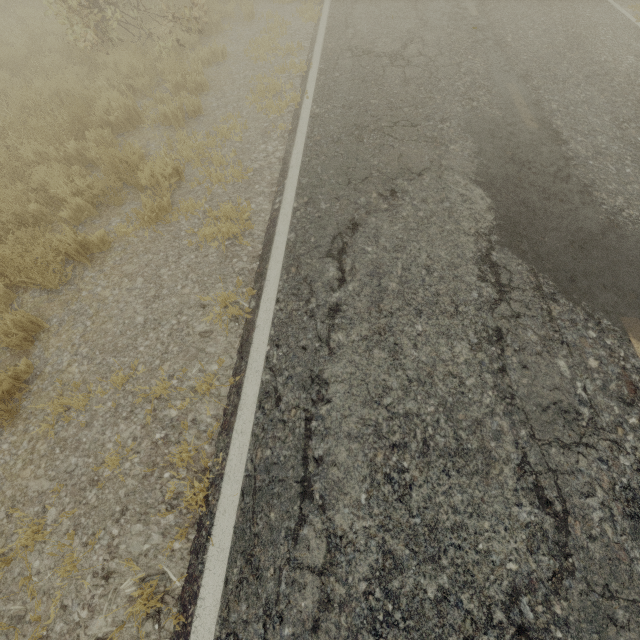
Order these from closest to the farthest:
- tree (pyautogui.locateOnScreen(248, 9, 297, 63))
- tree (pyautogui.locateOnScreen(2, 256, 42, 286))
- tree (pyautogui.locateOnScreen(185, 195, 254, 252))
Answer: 1. tree (pyautogui.locateOnScreen(2, 256, 42, 286))
2. tree (pyautogui.locateOnScreen(185, 195, 254, 252))
3. tree (pyautogui.locateOnScreen(248, 9, 297, 63))

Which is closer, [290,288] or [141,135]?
[290,288]

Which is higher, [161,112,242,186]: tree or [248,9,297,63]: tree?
[161,112,242,186]: tree

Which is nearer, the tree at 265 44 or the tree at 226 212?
the tree at 226 212

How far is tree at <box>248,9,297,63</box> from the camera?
7.32m
